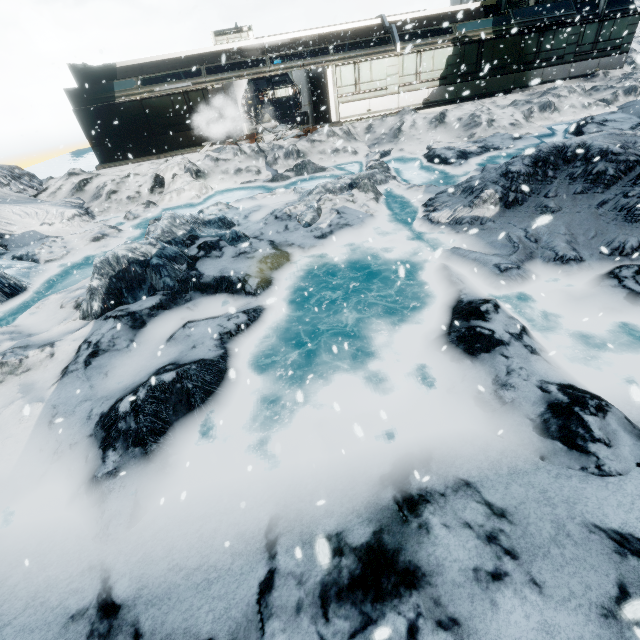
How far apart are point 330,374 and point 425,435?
1.7m
